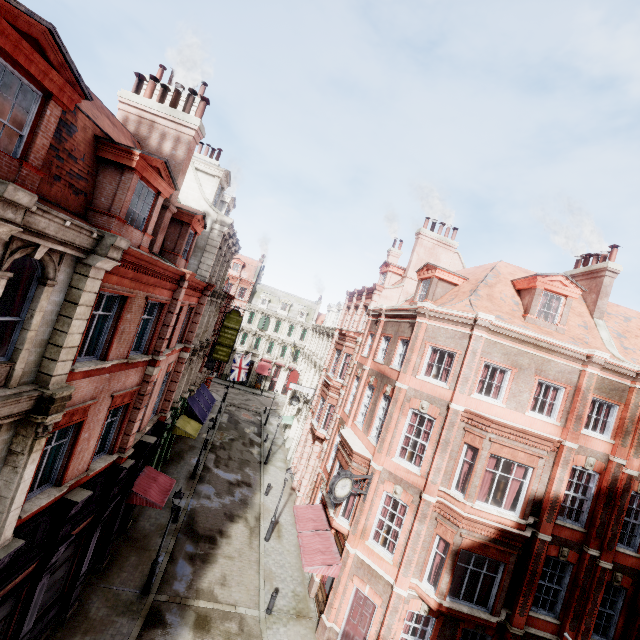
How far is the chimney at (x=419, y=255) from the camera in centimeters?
2373cm

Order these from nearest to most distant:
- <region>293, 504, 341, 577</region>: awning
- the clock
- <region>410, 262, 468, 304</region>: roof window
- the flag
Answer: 1. the clock
2. <region>293, 504, 341, 577</region>: awning
3. <region>410, 262, 468, 304</region>: roof window
4. the flag

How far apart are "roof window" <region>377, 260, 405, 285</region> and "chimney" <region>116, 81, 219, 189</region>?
16.8 meters

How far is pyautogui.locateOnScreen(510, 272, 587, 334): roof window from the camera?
15.7m

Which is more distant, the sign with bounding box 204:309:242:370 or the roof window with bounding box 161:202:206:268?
the sign with bounding box 204:309:242:370

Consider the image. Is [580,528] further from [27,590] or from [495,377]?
[27,590]

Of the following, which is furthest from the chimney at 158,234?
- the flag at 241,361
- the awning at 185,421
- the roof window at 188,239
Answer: the flag at 241,361

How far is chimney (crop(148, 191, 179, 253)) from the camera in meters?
12.8 m
